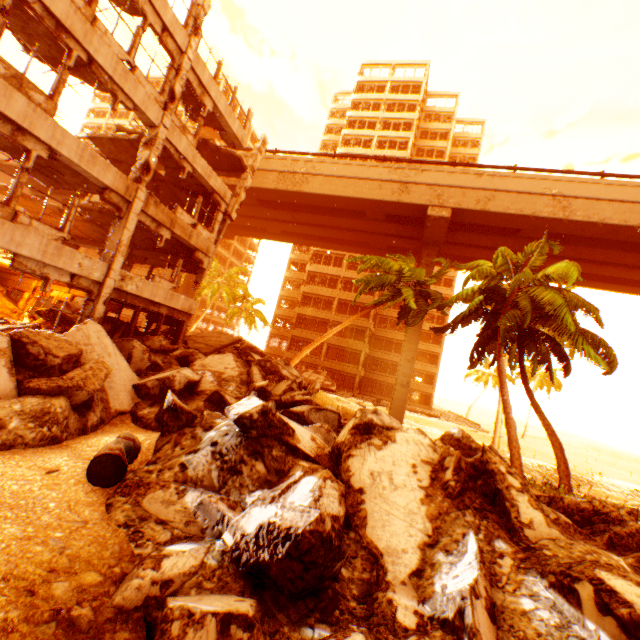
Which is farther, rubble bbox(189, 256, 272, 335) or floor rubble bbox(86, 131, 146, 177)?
rubble bbox(189, 256, 272, 335)

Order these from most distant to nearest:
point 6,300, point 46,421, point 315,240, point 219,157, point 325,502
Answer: point 315,240, point 219,157, point 6,300, point 46,421, point 325,502

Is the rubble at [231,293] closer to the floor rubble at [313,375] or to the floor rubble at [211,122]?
the floor rubble at [313,375]

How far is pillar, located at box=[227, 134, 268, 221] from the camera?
17.8 meters

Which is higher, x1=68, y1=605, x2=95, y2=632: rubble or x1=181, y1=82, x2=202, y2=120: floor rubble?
x1=181, y1=82, x2=202, y2=120: floor rubble

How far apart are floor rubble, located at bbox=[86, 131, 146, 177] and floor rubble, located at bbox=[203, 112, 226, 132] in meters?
2.5 m

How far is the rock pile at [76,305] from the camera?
21.61m

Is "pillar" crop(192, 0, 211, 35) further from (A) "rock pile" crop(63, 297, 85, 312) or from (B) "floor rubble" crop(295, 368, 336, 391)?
(B) "floor rubble" crop(295, 368, 336, 391)
